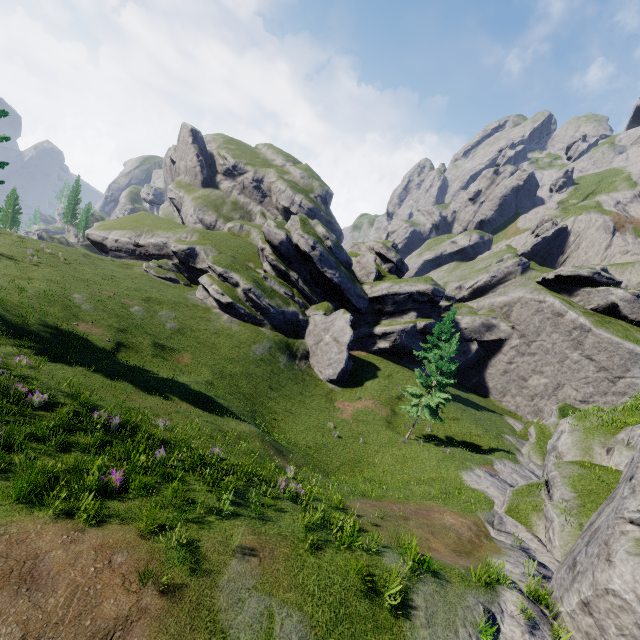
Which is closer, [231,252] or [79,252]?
[79,252]

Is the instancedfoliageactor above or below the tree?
below

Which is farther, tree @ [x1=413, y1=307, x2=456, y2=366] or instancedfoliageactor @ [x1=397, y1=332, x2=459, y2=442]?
tree @ [x1=413, y1=307, x2=456, y2=366]

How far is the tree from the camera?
40.1m

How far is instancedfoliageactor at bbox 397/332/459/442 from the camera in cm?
2802

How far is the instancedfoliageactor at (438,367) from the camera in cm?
2802

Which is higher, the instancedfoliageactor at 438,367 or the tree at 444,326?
the tree at 444,326
